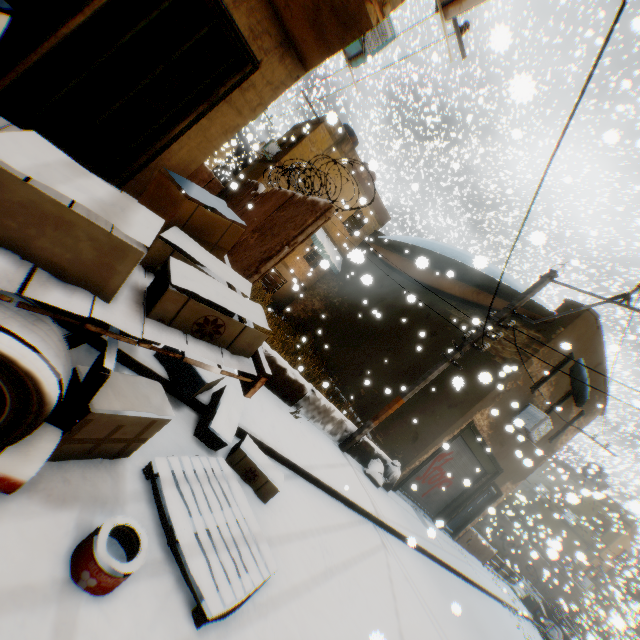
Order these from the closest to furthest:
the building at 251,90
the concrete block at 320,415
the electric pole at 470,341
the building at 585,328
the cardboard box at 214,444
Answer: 1. the building at 251,90
2. the cardboard box at 214,444
3. the concrete block at 320,415
4. the electric pole at 470,341
5. the building at 585,328

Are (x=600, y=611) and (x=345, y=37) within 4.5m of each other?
no

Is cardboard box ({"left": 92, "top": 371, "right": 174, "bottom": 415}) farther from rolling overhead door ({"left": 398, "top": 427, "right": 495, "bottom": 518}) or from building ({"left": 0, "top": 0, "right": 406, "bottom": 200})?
rolling overhead door ({"left": 398, "top": 427, "right": 495, "bottom": 518})

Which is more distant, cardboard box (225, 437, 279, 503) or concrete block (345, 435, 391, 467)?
concrete block (345, 435, 391, 467)

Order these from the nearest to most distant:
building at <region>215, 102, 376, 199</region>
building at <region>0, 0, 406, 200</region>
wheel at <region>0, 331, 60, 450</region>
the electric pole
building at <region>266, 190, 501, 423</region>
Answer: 1. wheel at <region>0, 331, 60, 450</region>
2. building at <region>0, 0, 406, 200</region>
3. the electric pole
4. building at <region>266, 190, 501, 423</region>
5. building at <region>215, 102, 376, 199</region>

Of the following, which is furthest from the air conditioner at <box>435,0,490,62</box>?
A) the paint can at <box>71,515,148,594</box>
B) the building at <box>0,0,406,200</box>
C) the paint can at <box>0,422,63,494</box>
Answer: the paint can at <box>0,422,63,494</box>

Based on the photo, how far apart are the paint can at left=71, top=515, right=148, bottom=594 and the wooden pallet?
0.3 meters

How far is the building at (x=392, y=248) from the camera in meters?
12.0
